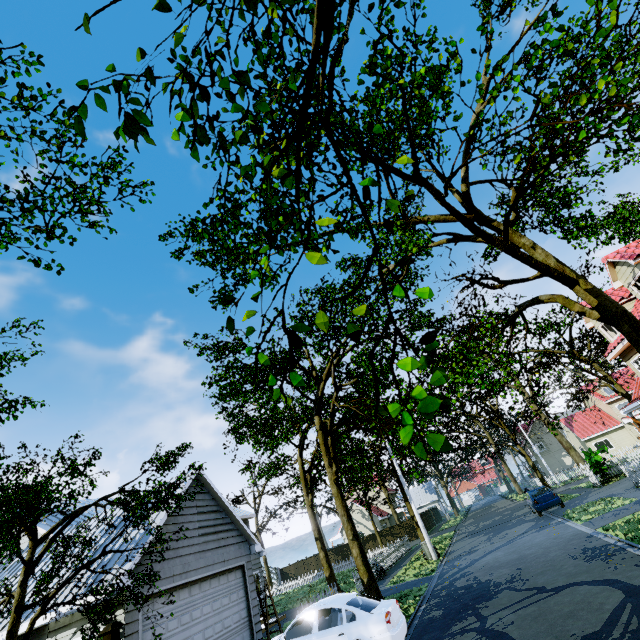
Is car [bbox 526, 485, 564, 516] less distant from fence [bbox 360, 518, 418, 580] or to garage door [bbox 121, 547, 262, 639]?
fence [bbox 360, 518, 418, 580]

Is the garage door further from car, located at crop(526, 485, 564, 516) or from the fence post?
car, located at crop(526, 485, 564, 516)

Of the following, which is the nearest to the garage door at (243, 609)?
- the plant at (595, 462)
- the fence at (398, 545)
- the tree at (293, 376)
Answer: the tree at (293, 376)

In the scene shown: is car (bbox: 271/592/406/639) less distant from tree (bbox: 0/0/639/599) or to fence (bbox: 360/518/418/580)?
fence (bbox: 360/518/418/580)

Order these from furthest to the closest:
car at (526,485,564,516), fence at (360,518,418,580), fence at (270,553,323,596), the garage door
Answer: fence at (270,553,323,596)
fence at (360,518,418,580)
car at (526,485,564,516)
the garage door

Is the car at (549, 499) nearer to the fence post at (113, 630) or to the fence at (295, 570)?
the fence at (295, 570)

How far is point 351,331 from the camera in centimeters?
193cm

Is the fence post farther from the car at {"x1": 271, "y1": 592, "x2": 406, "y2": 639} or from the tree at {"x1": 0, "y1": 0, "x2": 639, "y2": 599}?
the car at {"x1": 271, "y1": 592, "x2": 406, "y2": 639}
